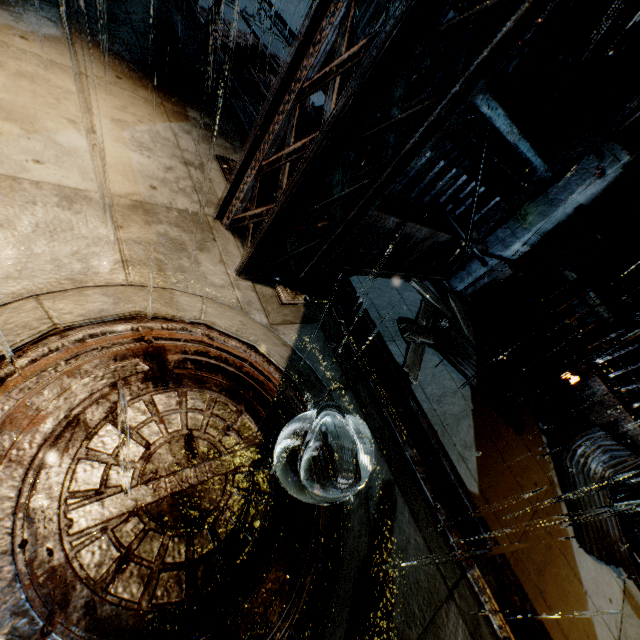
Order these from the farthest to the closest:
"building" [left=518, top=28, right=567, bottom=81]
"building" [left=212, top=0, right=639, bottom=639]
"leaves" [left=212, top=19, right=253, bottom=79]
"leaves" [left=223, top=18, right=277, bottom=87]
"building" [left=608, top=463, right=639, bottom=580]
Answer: "leaves" [left=223, top=18, right=277, bottom=87]
"leaves" [left=212, top=19, right=253, bottom=79]
"building" [left=518, top=28, right=567, bottom=81]
"building" [left=608, top=463, right=639, bottom=580]
"building" [left=212, top=0, right=639, bottom=639]

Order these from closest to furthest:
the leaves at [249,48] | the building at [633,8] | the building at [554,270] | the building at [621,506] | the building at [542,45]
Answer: the building at [554,270] → the building at [621,506] → the building at [633,8] → the building at [542,45] → the leaves at [249,48]

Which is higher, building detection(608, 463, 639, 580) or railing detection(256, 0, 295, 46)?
railing detection(256, 0, 295, 46)

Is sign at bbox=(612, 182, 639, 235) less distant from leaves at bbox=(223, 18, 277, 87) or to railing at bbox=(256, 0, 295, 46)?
railing at bbox=(256, 0, 295, 46)

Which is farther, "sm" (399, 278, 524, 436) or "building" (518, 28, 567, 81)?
"building" (518, 28, 567, 81)

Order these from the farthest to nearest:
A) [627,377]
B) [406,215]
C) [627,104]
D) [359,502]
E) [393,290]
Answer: [627,377], [393,290], [627,104], [406,215], [359,502]

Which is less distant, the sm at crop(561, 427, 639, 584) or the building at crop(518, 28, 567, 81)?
the sm at crop(561, 427, 639, 584)

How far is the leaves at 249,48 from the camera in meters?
11.5
